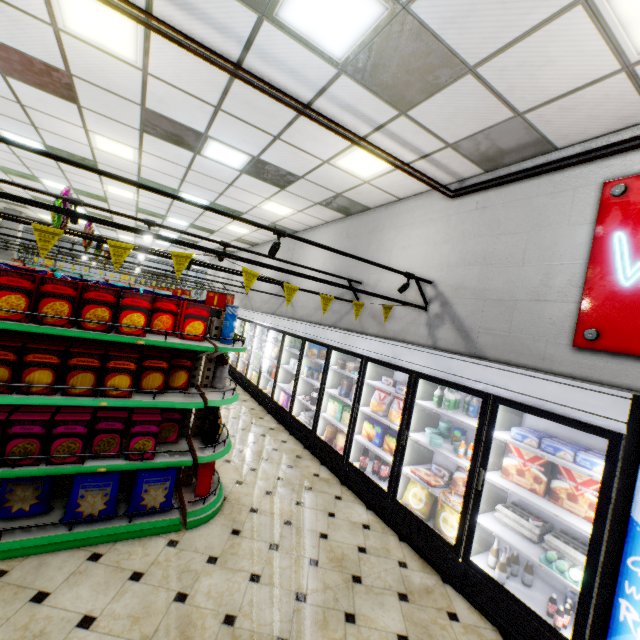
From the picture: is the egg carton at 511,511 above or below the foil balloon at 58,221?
below

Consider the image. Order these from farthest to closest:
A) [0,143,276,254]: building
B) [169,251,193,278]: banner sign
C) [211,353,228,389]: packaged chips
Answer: [0,143,276,254]: building → [211,353,228,389]: packaged chips → [169,251,193,278]: banner sign

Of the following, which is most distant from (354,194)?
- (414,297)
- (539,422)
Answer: (539,422)

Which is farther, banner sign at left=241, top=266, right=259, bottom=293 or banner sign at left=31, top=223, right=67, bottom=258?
banner sign at left=241, top=266, right=259, bottom=293

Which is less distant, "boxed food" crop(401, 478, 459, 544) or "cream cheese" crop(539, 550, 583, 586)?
"cream cheese" crop(539, 550, 583, 586)

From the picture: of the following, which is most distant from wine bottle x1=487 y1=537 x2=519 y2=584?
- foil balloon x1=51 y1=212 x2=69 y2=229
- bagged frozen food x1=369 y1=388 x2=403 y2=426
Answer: foil balloon x1=51 y1=212 x2=69 y2=229

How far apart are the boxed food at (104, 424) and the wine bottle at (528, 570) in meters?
3.5 m

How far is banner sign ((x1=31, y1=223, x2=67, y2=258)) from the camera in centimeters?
275cm
